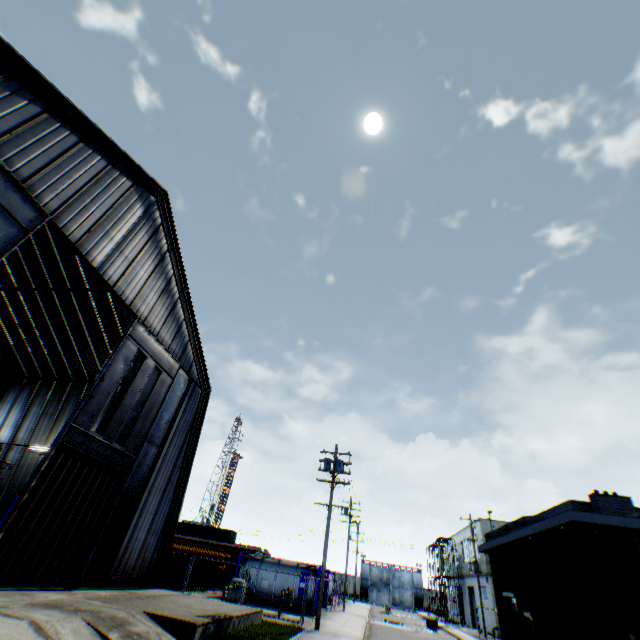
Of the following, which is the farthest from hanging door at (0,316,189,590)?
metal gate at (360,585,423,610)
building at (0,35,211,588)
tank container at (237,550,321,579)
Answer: metal gate at (360,585,423,610)

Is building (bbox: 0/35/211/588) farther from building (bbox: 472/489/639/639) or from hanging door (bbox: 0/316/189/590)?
building (bbox: 472/489/639/639)

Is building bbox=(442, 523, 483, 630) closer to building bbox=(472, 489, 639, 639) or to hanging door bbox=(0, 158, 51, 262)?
building bbox=(472, 489, 639, 639)

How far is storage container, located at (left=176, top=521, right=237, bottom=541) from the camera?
50.0m

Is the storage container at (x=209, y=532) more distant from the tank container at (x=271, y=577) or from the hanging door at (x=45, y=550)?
the hanging door at (x=45, y=550)

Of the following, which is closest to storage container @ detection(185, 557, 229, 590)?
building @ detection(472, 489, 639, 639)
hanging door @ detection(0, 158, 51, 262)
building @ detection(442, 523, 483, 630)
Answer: hanging door @ detection(0, 158, 51, 262)

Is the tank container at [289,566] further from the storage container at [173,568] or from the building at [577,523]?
the building at [577,523]

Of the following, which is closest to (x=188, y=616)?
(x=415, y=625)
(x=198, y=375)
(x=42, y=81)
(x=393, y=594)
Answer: (x=198, y=375)
